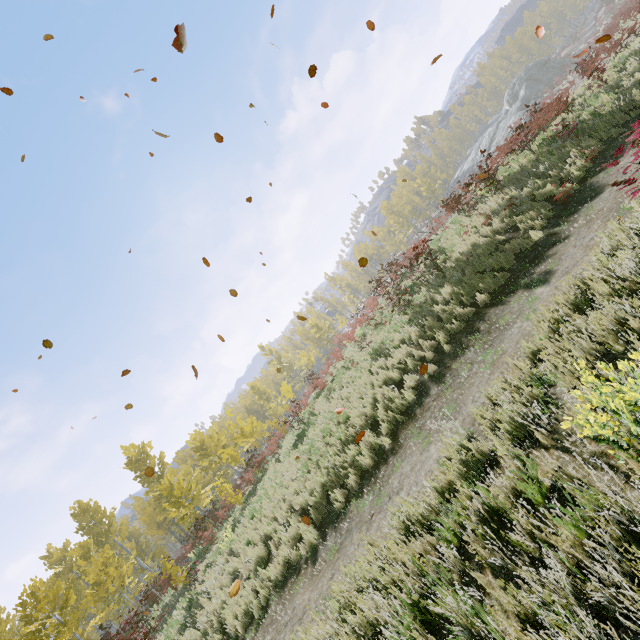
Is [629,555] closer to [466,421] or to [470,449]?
[470,449]

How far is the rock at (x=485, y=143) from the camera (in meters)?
43.91

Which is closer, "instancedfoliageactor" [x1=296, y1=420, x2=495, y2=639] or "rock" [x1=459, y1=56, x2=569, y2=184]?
"instancedfoliageactor" [x1=296, y1=420, x2=495, y2=639]

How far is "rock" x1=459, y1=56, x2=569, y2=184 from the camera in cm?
4391

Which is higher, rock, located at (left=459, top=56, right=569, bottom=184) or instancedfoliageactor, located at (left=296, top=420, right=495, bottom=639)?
rock, located at (left=459, top=56, right=569, bottom=184)

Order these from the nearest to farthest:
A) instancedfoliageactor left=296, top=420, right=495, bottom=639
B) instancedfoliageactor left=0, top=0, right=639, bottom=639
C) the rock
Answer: instancedfoliageactor left=296, top=420, right=495, bottom=639 → instancedfoliageactor left=0, top=0, right=639, bottom=639 → the rock

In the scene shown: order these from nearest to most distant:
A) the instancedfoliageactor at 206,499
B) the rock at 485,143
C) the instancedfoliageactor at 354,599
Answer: the instancedfoliageactor at 354,599 → the instancedfoliageactor at 206,499 → the rock at 485,143
